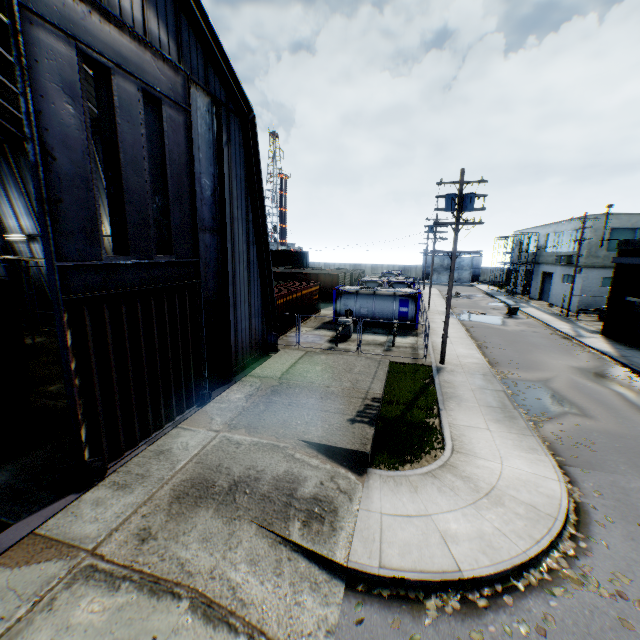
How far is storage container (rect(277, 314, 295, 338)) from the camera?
22.0 meters

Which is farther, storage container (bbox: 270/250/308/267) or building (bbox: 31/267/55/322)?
storage container (bbox: 270/250/308/267)

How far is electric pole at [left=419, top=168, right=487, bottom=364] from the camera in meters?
15.3 m

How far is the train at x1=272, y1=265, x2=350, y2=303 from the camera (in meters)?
36.47

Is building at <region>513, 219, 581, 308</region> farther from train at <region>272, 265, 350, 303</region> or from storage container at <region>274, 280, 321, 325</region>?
storage container at <region>274, 280, 321, 325</region>

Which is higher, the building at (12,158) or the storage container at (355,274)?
the building at (12,158)

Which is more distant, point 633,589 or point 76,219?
point 76,219

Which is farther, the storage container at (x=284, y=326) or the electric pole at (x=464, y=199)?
the storage container at (x=284, y=326)
